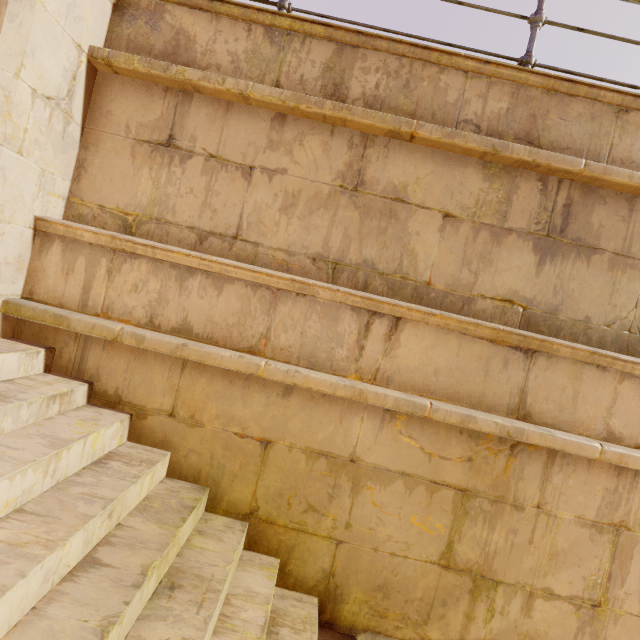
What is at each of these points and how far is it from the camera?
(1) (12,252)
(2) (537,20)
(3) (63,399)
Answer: (1) pillar, 2.3m
(2) fence, 2.7m
(3) stairs, 2.2m

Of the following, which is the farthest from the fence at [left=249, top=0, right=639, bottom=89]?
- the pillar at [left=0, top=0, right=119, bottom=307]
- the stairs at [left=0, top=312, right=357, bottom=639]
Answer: the stairs at [left=0, top=312, right=357, bottom=639]

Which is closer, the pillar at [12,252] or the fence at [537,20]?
the pillar at [12,252]

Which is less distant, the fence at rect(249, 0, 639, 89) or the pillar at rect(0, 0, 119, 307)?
the pillar at rect(0, 0, 119, 307)

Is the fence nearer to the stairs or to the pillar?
the pillar

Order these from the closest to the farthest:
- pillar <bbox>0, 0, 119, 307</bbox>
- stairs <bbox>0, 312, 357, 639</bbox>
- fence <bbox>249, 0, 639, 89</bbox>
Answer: stairs <bbox>0, 312, 357, 639</bbox> < pillar <bbox>0, 0, 119, 307</bbox> < fence <bbox>249, 0, 639, 89</bbox>

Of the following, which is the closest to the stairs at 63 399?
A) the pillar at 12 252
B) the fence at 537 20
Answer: the pillar at 12 252
